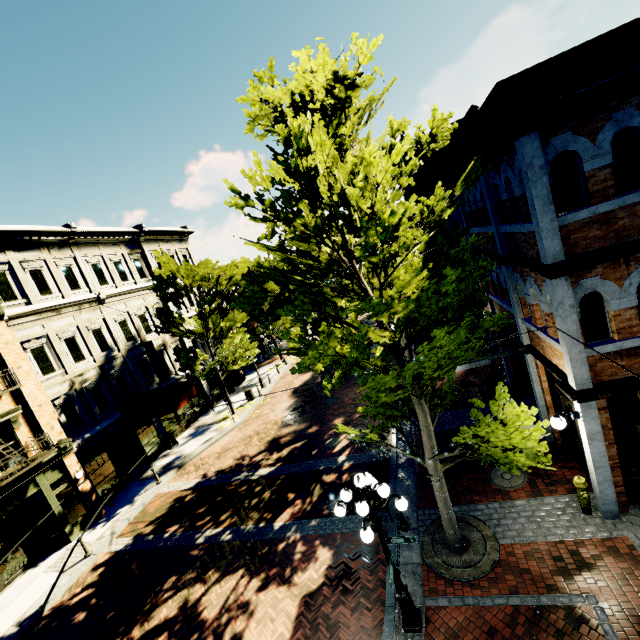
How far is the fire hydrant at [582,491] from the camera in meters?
7.5 m

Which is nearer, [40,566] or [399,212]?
[399,212]

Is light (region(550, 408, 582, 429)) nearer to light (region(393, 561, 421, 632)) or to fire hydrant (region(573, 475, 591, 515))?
fire hydrant (region(573, 475, 591, 515))

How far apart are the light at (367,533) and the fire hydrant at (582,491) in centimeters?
458cm

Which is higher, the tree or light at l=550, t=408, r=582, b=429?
the tree

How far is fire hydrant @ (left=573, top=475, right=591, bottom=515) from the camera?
7.5 meters

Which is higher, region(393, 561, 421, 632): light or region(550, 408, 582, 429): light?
region(550, 408, 582, 429): light

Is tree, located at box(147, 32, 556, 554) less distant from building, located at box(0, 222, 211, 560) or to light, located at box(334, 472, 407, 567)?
building, located at box(0, 222, 211, 560)
